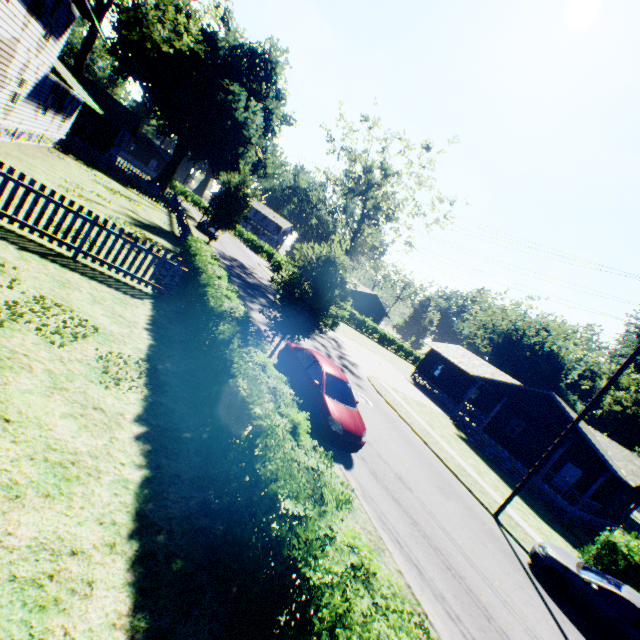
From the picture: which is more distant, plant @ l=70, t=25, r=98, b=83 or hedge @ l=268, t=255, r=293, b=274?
hedge @ l=268, t=255, r=293, b=274

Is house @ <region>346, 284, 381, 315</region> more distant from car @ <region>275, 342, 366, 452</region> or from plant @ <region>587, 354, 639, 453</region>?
car @ <region>275, 342, 366, 452</region>

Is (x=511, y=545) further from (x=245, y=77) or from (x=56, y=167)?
(x=245, y=77)

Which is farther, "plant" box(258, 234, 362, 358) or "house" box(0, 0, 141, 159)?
"house" box(0, 0, 141, 159)

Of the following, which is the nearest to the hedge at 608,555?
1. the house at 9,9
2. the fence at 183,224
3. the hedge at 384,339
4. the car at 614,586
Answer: the car at 614,586

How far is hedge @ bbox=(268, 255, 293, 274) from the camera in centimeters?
4731cm

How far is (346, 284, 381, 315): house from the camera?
57.0m

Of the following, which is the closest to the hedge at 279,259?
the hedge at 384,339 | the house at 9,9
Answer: the hedge at 384,339
